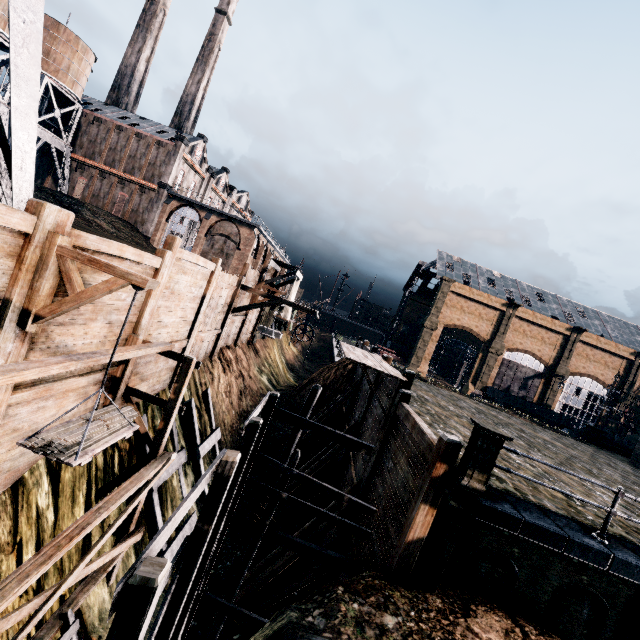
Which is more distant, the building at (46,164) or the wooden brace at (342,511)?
the building at (46,164)

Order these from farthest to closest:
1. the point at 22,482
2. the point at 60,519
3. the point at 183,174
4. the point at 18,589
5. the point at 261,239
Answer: the point at 261,239 < the point at 183,174 < the point at 60,519 < the point at 22,482 < the point at 18,589

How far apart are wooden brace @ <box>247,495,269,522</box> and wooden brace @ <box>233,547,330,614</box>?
4.8m

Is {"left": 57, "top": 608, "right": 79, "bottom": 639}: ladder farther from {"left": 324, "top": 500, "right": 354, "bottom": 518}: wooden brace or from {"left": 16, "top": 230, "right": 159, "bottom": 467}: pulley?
{"left": 16, "top": 230, "right": 159, "bottom": 467}: pulley

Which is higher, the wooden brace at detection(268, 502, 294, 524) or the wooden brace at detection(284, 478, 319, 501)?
the wooden brace at detection(284, 478, 319, 501)

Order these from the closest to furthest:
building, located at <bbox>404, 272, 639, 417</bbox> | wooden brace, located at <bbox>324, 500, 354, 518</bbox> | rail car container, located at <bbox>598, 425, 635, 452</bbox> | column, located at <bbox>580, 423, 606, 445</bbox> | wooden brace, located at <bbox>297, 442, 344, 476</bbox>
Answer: wooden brace, located at <bbox>324, 500, 354, 518</bbox> < wooden brace, located at <bbox>297, 442, 344, 476</bbox> < column, located at <bbox>580, 423, 606, 445</bbox> < rail car container, located at <bbox>598, 425, 635, 452</bbox> < building, located at <bbox>404, 272, 639, 417</bbox>

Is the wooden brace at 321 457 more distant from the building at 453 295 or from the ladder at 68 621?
the building at 453 295

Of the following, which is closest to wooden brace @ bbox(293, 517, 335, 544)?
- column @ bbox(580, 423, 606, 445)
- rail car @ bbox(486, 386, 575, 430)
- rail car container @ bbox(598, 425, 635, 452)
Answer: column @ bbox(580, 423, 606, 445)
